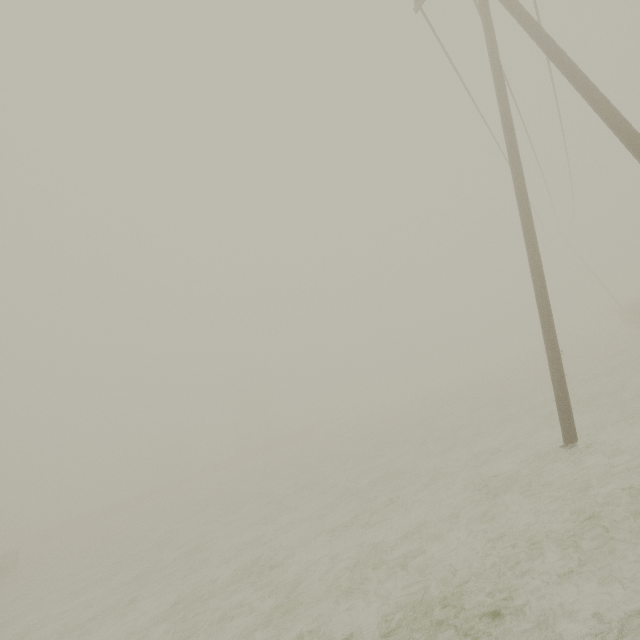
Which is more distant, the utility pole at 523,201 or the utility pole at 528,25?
the utility pole at 523,201

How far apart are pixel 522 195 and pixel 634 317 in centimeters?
2286cm

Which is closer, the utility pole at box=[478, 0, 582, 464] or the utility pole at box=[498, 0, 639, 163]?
the utility pole at box=[498, 0, 639, 163]
